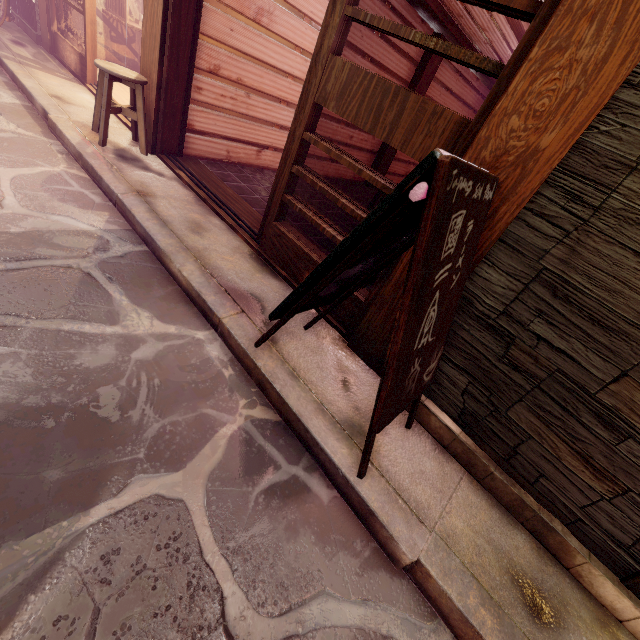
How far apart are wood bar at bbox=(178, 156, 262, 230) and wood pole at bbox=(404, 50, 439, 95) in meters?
7.4 m

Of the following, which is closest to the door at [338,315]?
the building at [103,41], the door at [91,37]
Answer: the building at [103,41]

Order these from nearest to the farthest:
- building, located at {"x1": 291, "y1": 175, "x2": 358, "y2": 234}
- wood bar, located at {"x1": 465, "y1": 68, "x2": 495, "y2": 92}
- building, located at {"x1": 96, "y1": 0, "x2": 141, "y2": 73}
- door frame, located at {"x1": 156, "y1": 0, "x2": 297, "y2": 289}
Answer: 1. door frame, located at {"x1": 156, "y1": 0, "x2": 297, "y2": 289}
2. building, located at {"x1": 291, "y1": 175, "x2": 358, "y2": 234}
3. building, located at {"x1": 96, "y1": 0, "x2": 141, "y2": 73}
4. wood bar, located at {"x1": 465, "y1": 68, "x2": 495, "y2": 92}

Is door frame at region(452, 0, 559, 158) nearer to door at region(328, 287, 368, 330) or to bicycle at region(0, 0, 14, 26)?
door at region(328, 287, 368, 330)

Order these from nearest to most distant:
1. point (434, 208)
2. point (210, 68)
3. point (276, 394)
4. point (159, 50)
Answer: point (434, 208) → point (276, 394) → point (159, 50) → point (210, 68)

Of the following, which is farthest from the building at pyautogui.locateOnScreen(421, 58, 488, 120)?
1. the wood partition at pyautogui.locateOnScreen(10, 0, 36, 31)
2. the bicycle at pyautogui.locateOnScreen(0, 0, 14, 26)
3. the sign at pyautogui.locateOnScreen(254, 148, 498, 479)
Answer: the wood partition at pyautogui.locateOnScreen(10, 0, 36, 31)

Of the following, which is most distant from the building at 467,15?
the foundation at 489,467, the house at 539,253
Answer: the foundation at 489,467

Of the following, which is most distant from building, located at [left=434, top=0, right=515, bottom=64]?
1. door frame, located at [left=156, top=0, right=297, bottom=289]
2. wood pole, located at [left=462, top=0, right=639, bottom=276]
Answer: wood pole, located at [left=462, top=0, right=639, bottom=276]
